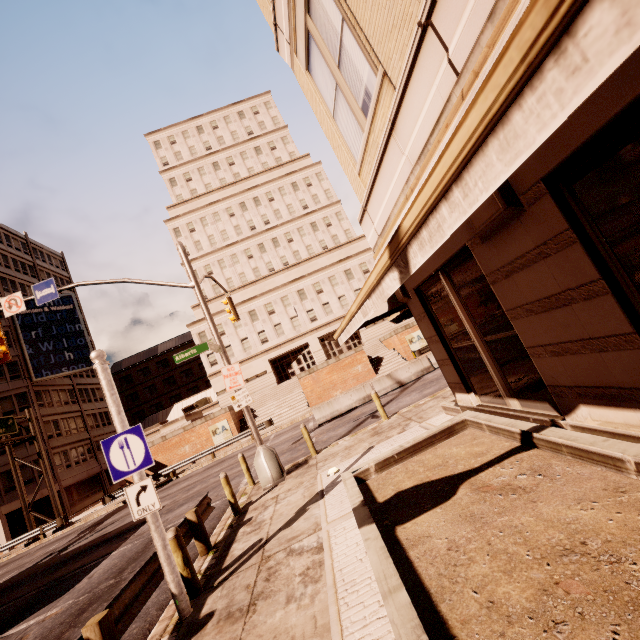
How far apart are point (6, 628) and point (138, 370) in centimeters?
5598cm

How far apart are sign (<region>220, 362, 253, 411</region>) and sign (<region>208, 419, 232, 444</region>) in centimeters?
2028cm

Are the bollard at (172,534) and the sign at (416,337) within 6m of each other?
no

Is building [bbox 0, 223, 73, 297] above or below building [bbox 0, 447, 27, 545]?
above

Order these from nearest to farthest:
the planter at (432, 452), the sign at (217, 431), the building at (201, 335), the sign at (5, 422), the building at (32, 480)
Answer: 1. the planter at (432, 452)
2. the sign at (5, 422)
3. the sign at (217, 431)
4. the building at (32, 480)
5. the building at (201, 335)

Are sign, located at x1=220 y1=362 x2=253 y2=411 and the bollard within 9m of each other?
yes

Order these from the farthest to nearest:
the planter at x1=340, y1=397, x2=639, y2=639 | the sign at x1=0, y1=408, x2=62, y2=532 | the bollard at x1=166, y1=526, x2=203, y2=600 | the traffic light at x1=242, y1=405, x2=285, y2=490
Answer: the sign at x1=0, y1=408, x2=62, y2=532 → the traffic light at x1=242, y1=405, x2=285, y2=490 → the bollard at x1=166, y1=526, x2=203, y2=600 → the planter at x1=340, y1=397, x2=639, y2=639

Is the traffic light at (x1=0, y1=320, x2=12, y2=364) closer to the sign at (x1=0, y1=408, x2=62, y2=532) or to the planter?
the planter
